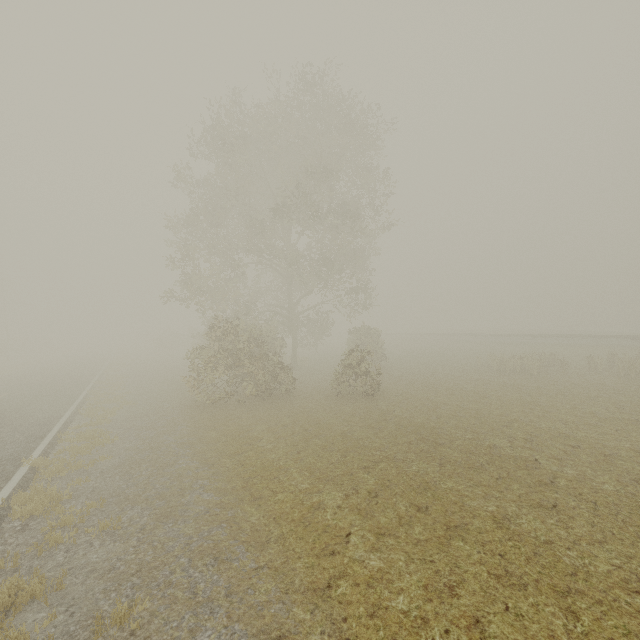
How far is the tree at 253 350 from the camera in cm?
1458

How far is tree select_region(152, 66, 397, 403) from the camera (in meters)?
14.58

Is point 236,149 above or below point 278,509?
above

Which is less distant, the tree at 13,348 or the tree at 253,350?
the tree at 253,350

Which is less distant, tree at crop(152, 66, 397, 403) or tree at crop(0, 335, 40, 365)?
tree at crop(152, 66, 397, 403)
